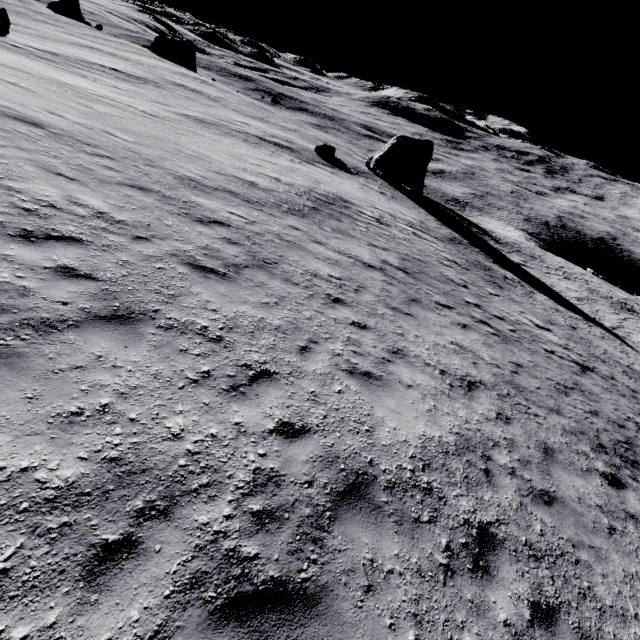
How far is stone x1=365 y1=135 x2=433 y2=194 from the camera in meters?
40.0

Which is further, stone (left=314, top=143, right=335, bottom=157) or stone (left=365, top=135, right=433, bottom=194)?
stone (left=365, top=135, right=433, bottom=194)

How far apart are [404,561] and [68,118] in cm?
1637

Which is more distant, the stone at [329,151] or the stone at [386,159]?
the stone at [386,159]

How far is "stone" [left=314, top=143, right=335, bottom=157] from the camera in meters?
36.6 m

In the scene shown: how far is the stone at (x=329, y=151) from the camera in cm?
3659
